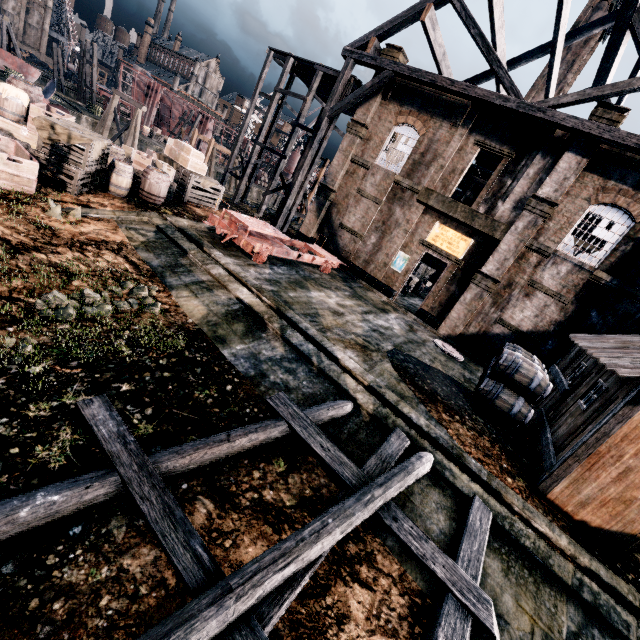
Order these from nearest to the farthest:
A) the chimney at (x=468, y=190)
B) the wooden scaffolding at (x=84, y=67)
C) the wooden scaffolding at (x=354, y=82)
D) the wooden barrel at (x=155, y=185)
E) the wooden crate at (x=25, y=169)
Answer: the wooden crate at (x=25, y=169), the wooden barrel at (x=155, y=185), the wooden scaffolding at (x=354, y=82), the chimney at (x=468, y=190), the wooden scaffolding at (x=84, y=67)

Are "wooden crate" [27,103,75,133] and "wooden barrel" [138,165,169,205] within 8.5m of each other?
yes

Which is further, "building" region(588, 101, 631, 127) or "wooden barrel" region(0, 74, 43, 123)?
"building" region(588, 101, 631, 127)

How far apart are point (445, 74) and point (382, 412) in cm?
2534

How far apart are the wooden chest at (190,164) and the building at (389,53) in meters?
12.8

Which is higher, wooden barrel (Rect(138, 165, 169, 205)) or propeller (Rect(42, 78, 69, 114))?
wooden barrel (Rect(138, 165, 169, 205))

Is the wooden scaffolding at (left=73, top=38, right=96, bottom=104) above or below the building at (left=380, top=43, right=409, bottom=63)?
below

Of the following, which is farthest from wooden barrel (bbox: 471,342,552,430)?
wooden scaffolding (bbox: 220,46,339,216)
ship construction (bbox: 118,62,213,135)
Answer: ship construction (bbox: 118,62,213,135)
